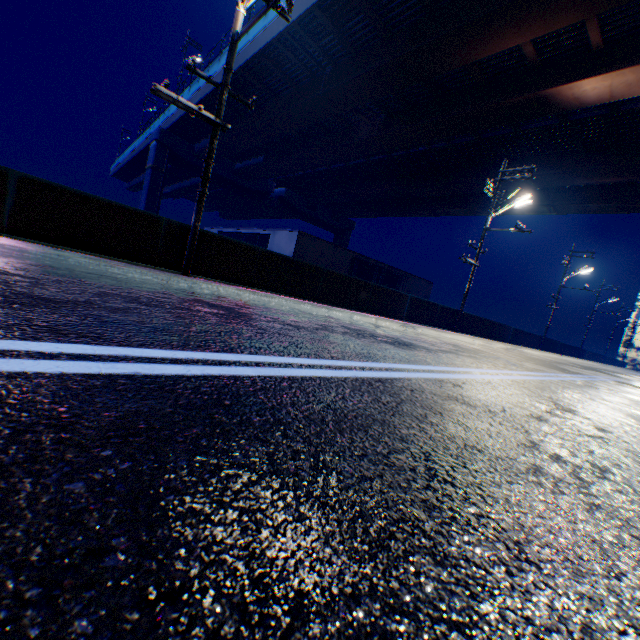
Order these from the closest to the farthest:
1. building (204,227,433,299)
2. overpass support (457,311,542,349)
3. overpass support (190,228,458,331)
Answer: overpass support (190,228,458,331) < overpass support (457,311,542,349) < building (204,227,433,299)

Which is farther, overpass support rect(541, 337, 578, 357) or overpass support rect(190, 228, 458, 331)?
overpass support rect(541, 337, 578, 357)

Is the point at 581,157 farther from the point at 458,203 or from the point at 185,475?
the point at 185,475

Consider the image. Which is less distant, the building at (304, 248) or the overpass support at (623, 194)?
the overpass support at (623, 194)

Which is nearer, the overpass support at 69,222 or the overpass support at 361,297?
the overpass support at 69,222

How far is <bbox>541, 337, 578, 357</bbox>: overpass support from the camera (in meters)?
31.02
